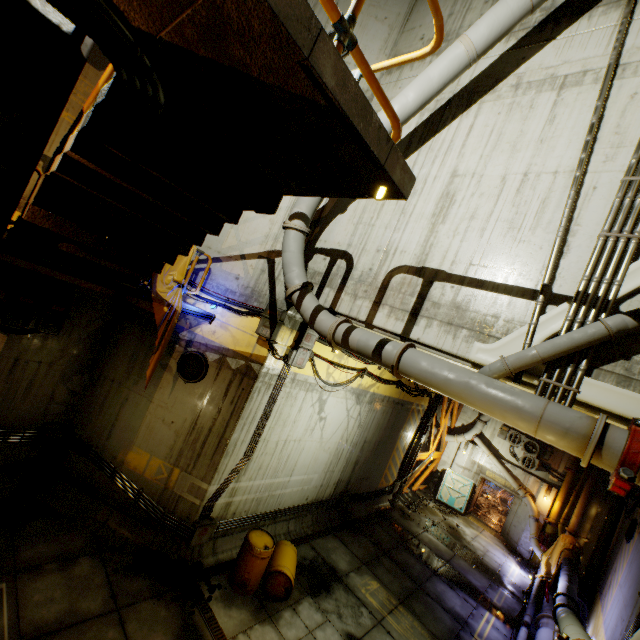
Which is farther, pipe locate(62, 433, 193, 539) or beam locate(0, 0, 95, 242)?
pipe locate(62, 433, 193, 539)

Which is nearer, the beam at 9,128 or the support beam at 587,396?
the beam at 9,128

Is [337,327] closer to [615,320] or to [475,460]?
[615,320]

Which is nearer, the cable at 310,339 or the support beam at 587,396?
the support beam at 587,396

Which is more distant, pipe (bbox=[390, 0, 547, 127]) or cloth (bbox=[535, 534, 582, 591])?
cloth (bbox=[535, 534, 582, 591])

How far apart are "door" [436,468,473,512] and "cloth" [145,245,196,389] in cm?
1894

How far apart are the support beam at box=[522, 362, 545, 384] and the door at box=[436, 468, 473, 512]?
18.25m

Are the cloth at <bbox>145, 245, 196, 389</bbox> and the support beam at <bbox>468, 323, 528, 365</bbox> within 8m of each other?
yes
